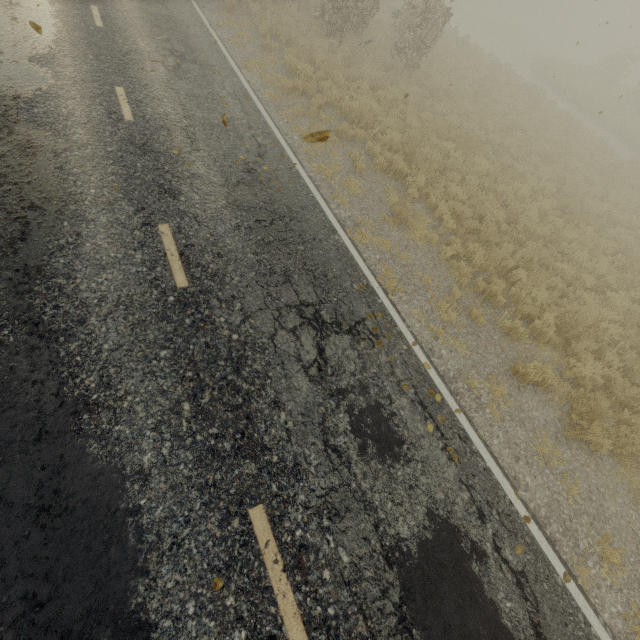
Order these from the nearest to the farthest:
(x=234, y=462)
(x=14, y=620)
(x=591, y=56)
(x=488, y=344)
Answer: (x=14, y=620), (x=234, y=462), (x=488, y=344), (x=591, y=56)
